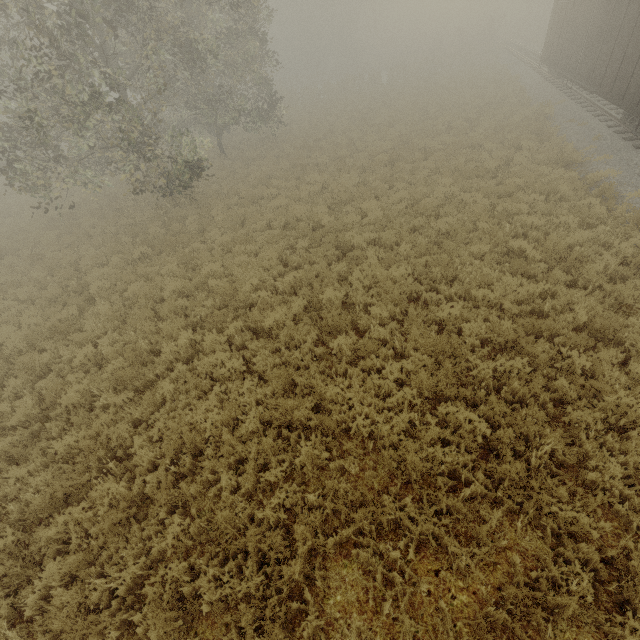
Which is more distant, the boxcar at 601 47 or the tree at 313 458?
the boxcar at 601 47

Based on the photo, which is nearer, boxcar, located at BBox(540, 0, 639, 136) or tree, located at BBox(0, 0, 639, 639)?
tree, located at BBox(0, 0, 639, 639)

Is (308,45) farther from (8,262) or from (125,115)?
(8,262)
